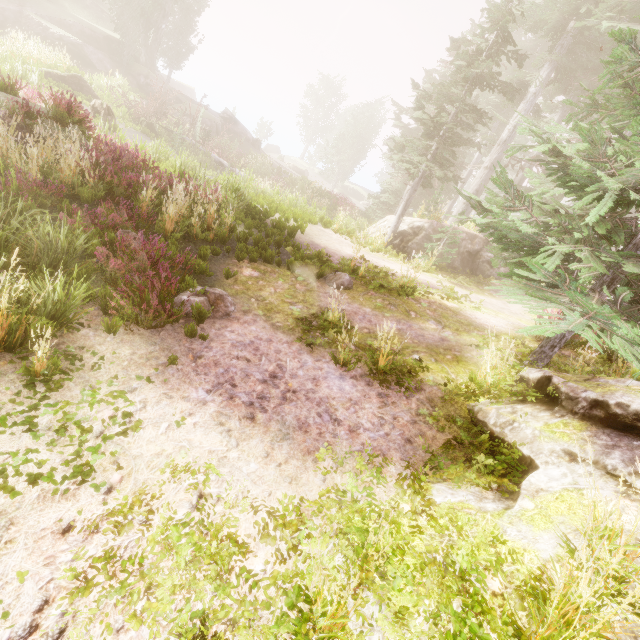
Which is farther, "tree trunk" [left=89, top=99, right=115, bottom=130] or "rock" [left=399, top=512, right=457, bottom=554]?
"tree trunk" [left=89, top=99, right=115, bottom=130]

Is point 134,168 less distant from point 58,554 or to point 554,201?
point 58,554

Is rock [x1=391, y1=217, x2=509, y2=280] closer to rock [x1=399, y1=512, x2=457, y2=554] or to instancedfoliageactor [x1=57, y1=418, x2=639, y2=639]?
instancedfoliageactor [x1=57, y1=418, x2=639, y2=639]

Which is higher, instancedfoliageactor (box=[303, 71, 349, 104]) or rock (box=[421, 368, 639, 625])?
instancedfoliageactor (box=[303, 71, 349, 104])

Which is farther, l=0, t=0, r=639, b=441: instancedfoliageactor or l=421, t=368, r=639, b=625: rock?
l=0, t=0, r=639, b=441: instancedfoliageactor

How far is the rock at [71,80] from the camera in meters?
16.9

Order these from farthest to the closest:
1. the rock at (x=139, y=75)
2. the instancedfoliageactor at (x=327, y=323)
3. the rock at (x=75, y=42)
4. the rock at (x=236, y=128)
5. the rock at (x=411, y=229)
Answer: the rock at (x=236, y=128) → the rock at (x=139, y=75) → the rock at (x=75, y=42) → the rock at (x=411, y=229) → the instancedfoliageactor at (x=327, y=323)

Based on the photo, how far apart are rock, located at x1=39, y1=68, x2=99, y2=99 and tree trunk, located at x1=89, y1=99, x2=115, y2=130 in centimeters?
352cm
